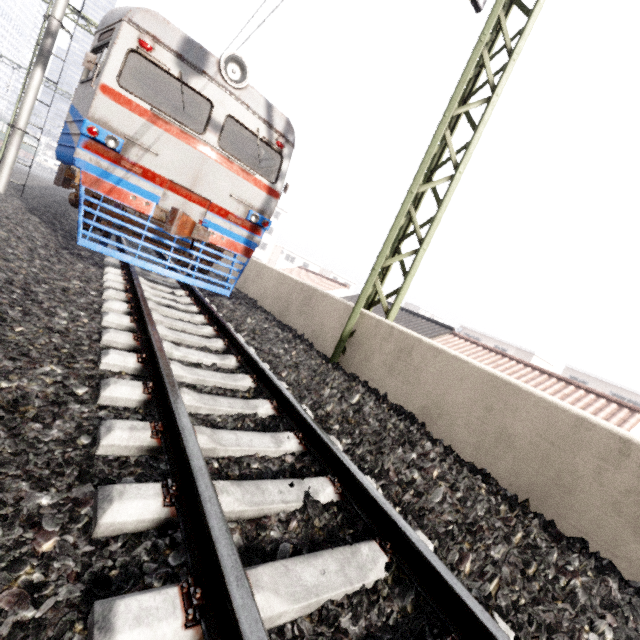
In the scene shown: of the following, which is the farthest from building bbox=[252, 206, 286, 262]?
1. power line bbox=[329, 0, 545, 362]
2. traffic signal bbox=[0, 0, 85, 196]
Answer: power line bbox=[329, 0, 545, 362]

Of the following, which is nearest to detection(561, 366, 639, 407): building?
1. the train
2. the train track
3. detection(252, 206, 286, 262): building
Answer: detection(252, 206, 286, 262): building

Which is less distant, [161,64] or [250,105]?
[161,64]

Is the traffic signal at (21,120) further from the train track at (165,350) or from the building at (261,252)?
the building at (261,252)

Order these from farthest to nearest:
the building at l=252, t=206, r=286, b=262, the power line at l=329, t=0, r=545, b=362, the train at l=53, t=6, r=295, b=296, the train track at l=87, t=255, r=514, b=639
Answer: the building at l=252, t=206, r=286, b=262 < the train at l=53, t=6, r=295, b=296 < the power line at l=329, t=0, r=545, b=362 < the train track at l=87, t=255, r=514, b=639

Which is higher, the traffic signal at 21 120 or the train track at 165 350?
the traffic signal at 21 120

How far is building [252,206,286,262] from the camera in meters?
56.8 m

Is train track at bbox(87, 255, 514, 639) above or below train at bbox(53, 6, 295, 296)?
below
